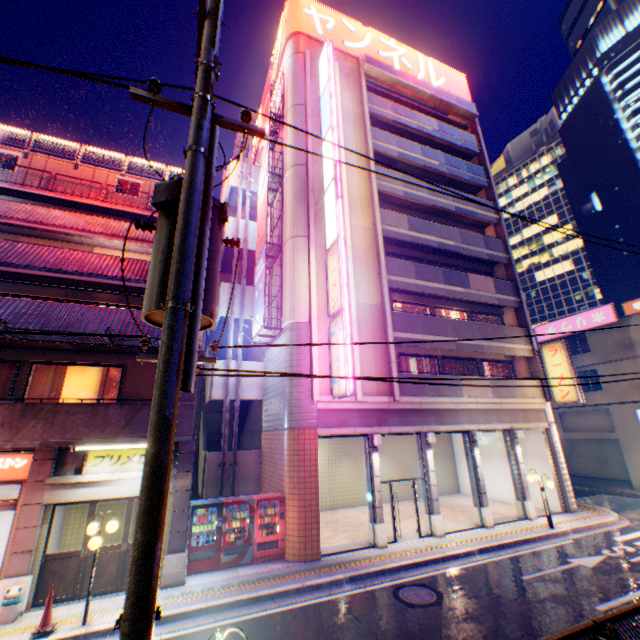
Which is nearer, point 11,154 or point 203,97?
point 203,97

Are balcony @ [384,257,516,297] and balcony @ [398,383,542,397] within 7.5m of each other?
→ yes

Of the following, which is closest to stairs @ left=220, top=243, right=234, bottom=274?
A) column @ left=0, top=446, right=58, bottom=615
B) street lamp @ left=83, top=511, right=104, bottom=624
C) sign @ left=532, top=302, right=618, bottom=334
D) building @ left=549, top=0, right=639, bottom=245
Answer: column @ left=0, top=446, right=58, bottom=615

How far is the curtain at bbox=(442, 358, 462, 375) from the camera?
18.6m

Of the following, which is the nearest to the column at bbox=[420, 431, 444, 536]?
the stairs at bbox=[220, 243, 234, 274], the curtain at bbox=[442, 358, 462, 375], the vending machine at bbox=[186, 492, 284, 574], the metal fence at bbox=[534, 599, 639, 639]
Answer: the curtain at bbox=[442, 358, 462, 375]

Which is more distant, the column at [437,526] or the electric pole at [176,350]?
the column at [437,526]

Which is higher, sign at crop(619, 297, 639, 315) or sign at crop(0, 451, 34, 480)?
sign at crop(619, 297, 639, 315)

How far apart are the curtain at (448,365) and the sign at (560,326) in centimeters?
1426cm
